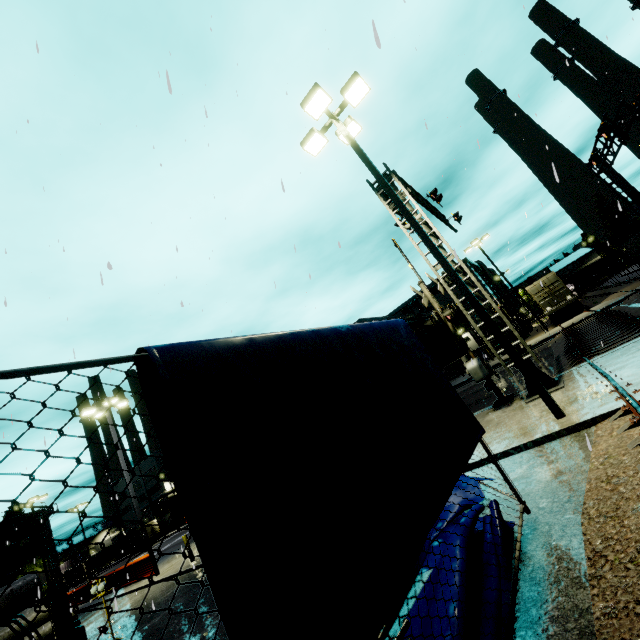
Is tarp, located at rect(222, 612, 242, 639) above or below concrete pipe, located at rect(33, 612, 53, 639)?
above

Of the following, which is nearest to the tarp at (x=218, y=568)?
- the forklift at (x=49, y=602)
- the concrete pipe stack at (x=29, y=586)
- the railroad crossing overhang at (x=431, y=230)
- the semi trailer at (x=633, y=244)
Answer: the forklift at (x=49, y=602)

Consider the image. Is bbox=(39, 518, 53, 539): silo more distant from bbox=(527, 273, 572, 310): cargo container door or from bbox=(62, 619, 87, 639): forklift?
bbox=(527, 273, 572, 310): cargo container door

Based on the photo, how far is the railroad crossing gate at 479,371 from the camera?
10.8 meters

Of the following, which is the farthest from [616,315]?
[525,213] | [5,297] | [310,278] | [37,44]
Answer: [5,297]

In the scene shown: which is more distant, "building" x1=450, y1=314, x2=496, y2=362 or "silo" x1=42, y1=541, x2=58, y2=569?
"silo" x1=42, y1=541, x2=58, y2=569

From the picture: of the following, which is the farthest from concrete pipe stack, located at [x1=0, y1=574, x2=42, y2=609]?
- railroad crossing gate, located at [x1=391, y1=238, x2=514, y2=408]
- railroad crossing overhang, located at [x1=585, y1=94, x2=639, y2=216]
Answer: railroad crossing overhang, located at [x1=585, y1=94, x2=639, y2=216]

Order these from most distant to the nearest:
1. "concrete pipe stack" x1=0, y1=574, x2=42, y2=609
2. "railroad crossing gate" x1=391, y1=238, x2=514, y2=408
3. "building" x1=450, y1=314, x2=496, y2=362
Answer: "building" x1=450, y1=314, x2=496, y2=362
"concrete pipe stack" x1=0, y1=574, x2=42, y2=609
"railroad crossing gate" x1=391, y1=238, x2=514, y2=408
